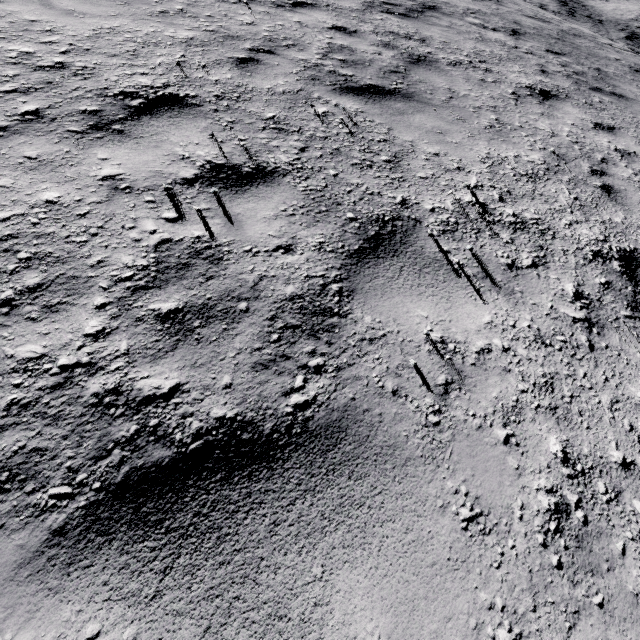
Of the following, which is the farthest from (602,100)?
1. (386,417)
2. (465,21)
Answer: (386,417)
